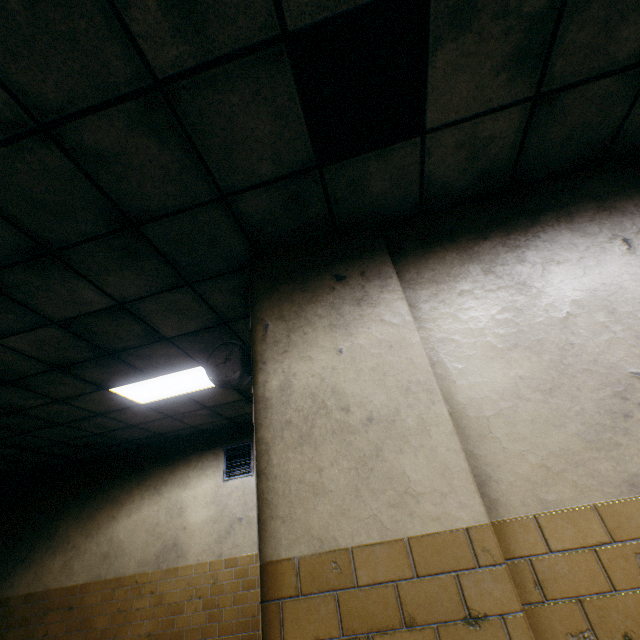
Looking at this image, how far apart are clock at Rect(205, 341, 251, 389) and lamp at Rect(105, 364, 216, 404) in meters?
1.5

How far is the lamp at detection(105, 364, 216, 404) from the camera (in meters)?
4.04

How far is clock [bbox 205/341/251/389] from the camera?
2.32m

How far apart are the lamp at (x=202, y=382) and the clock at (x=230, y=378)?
1.5 meters

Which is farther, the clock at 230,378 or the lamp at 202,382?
the lamp at 202,382

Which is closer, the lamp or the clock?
the clock

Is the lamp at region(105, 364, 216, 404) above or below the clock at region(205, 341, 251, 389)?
above

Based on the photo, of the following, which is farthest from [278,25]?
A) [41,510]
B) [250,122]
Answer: [41,510]
